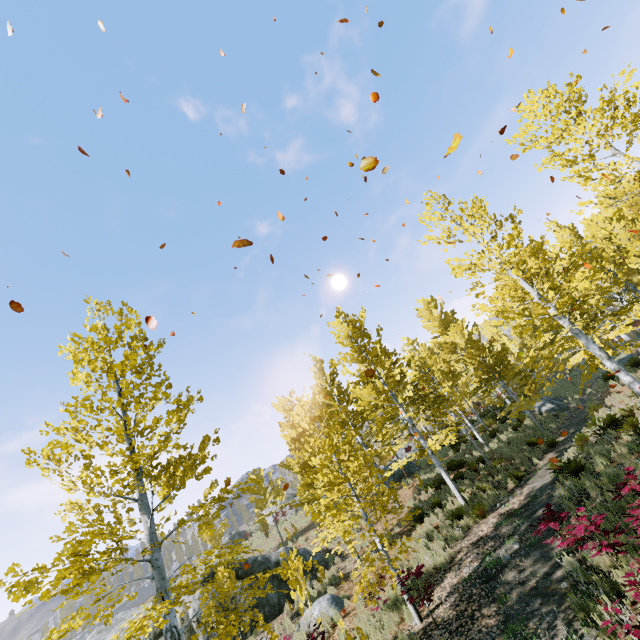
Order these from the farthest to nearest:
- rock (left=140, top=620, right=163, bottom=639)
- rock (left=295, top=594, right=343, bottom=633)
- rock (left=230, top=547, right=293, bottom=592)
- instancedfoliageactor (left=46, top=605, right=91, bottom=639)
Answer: rock (left=230, top=547, right=293, bottom=592) → rock (left=140, top=620, right=163, bottom=639) → rock (left=295, top=594, right=343, bottom=633) → instancedfoliageactor (left=46, top=605, right=91, bottom=639)

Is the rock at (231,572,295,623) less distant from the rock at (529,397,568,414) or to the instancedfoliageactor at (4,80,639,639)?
the instancedfoliageactor at (4,80,639,639)

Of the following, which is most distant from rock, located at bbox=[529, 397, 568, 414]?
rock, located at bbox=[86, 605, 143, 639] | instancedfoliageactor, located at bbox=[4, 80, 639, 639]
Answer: rock, located at bbox=[86, 605, 143, 639]

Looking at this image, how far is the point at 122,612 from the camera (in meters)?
48.62

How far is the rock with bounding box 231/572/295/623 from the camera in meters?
13.4

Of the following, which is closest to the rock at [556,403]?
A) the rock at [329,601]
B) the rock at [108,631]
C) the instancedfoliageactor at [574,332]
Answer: the instancedfoliageactor at [574,332]

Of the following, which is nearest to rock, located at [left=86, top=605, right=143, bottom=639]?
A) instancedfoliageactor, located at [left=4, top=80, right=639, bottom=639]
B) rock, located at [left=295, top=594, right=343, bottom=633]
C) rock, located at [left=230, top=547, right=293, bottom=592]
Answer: instancedfoliageactor, located at [left=4, top=80, right=639, bottom=639]

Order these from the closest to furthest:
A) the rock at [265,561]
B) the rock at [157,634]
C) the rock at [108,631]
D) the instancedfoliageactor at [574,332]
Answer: the instancedfoliageactor at [574,332], the rock at [157,634], the rock at [265,561], the rock at [108,631]
